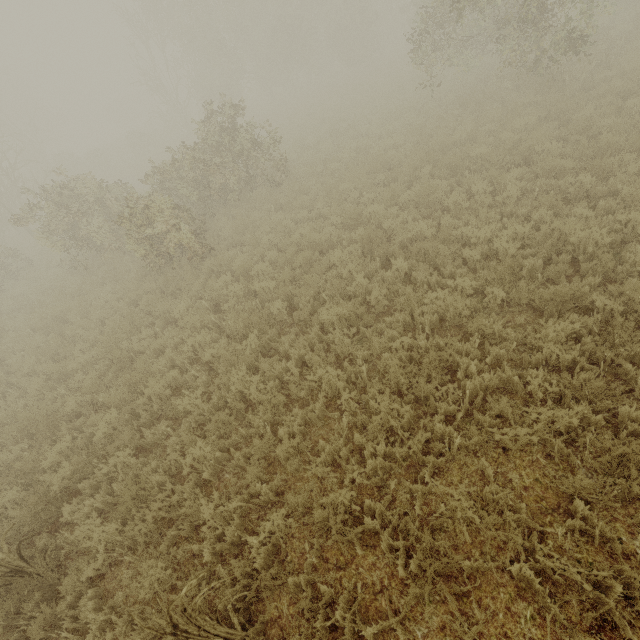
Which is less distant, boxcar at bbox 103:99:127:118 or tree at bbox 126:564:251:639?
tree at bbox 126:564:251:639

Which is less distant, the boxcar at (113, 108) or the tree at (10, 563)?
the tree at (10, 563)

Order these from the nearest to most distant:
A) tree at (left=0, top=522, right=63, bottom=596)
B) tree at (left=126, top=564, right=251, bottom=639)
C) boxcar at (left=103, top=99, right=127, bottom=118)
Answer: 1. tree at (left=126, top=564, right=251, bottom=639)
2. tree at (left=0, top=522, right=63, bottom=596)
3. boxcar at (left=103, top=99, right=127, bottom=118)

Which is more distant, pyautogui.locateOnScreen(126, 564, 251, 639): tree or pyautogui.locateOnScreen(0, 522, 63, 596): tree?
pyautogui.locateOnScreen(0, 522, 63, 596): tree

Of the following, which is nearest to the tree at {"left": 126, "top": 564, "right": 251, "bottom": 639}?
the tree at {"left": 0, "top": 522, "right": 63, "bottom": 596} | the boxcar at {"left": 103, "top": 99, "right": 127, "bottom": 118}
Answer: the tree at {"left": 0, "top": 522, "right": 63, "bottom": 596}

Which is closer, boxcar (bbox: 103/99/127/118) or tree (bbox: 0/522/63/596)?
tree (bbox: 0/522/63/596)

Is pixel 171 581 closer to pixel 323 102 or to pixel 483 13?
pixel 483 13

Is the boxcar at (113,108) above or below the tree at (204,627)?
above
